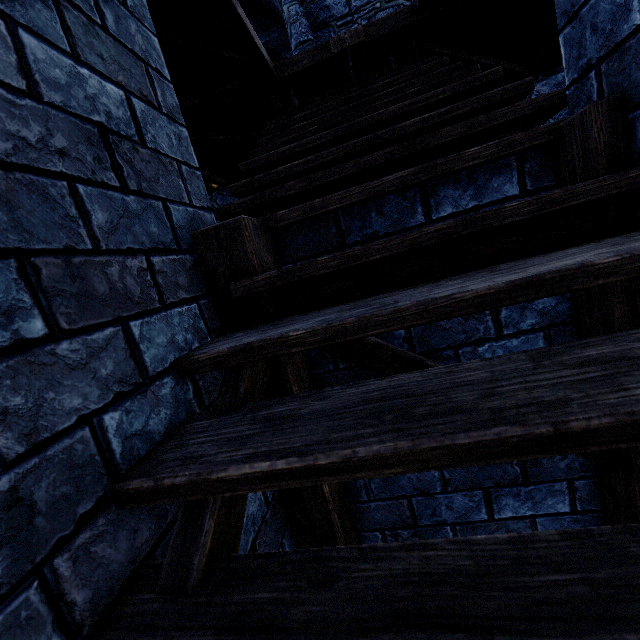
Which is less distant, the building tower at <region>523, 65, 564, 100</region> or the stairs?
the stairs

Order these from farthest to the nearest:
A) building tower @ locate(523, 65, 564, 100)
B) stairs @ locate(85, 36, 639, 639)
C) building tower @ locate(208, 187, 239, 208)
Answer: building tower @ locate(208, 187, 239, 208)
building tower @ locate(523, 65, 564, 100)
stairs @ locate(85, 36, 639, 639)

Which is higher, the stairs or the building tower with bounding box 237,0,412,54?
the building tower with bounding box 237,0,412,54

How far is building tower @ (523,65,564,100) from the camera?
5.4 meters

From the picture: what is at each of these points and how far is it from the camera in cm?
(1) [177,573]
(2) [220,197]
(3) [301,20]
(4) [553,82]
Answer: (1) stairs, 68
(2) building tower, 688
(3) building tower, 569
(4) building tower, 544

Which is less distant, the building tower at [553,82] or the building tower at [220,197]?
the building tower at [553,82]

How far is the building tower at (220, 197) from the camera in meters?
6.8
